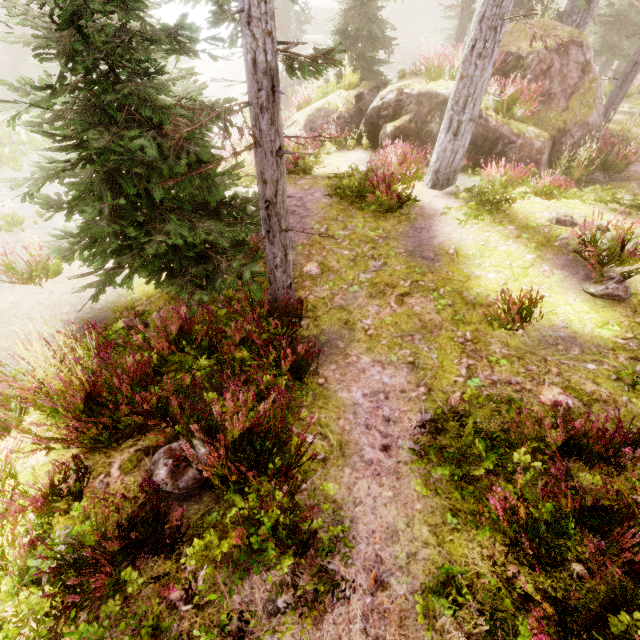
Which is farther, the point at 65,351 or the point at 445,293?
the point at 445,293

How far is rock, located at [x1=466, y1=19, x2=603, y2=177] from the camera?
9.9 meters

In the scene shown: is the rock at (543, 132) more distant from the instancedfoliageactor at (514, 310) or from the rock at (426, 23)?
the rock at (426, 23)

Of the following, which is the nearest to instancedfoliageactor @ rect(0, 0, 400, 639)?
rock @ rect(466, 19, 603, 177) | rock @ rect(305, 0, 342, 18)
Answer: rock @ rect(466, 19, 603, 177)

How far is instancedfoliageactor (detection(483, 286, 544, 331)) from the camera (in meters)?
5.33

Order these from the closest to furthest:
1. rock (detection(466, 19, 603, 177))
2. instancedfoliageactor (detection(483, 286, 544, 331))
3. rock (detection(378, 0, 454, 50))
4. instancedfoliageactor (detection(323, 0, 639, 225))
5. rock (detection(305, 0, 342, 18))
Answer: instancedfoliageactor (detection(483, 286, 544, 331)) < instancedfoliageactor (detection(323, 0, 639, 225)) < rock (detection(466, 19, 603, 177)) < rock (detection(378, 0, 454, 50)) < rock (detection(305, 0, 342, 18))

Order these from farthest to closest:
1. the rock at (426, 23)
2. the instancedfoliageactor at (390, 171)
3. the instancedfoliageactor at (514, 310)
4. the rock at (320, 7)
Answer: the rock at (320, 7) → the rock at (426, 23) → the instancedfoliageactor at (390, 171) → the instancedfoliageactor at (514, 310)

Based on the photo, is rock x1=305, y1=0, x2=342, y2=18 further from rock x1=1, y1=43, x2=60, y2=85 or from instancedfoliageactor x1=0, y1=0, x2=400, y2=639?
rock x1=1, y1=43, x2=60, y2=85
